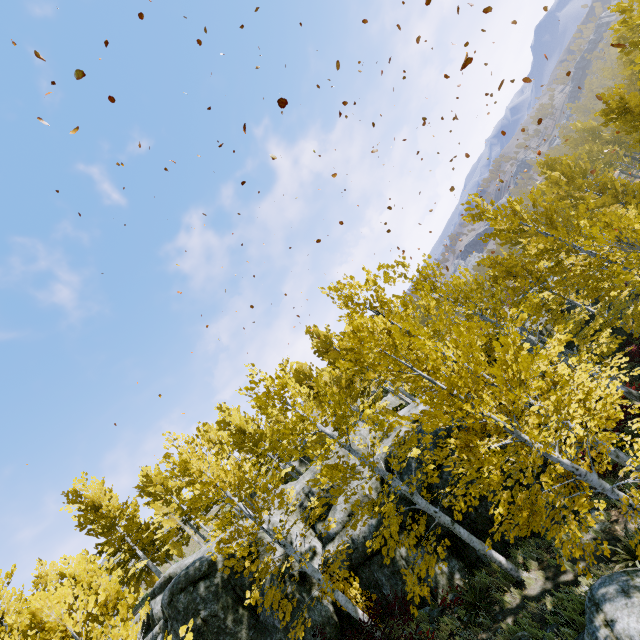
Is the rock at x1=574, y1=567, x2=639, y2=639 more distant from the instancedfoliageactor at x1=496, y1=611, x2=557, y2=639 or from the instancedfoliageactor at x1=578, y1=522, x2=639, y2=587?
the instancedfoliageactor at x1=496, y1=611, x2=557, y2=639

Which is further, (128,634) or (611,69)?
(611,69)

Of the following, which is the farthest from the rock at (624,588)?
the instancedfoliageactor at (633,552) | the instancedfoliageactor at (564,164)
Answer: the instancedfoliageactor at (564,164)

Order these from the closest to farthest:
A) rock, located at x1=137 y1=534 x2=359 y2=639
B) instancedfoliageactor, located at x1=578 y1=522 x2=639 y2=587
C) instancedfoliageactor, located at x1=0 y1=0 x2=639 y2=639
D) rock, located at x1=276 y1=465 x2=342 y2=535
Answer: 1. instancedfoliageactor, located at x1=578 y1=522 x2=639 y2=587
2. instancedfoliageactor, located at x1=0 y1=0 x2=639 y2=639
3. rock, located at x1=137 y1=534 x2=359 y2=639
4. rock, located at x1=276 y1=465 x2=342 y2=535

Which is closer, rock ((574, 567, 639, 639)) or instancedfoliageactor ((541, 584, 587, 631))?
rock ((574, 567, 639, 639))

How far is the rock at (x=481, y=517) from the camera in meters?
12.1 m

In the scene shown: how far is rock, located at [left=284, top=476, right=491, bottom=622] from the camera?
11.6m
